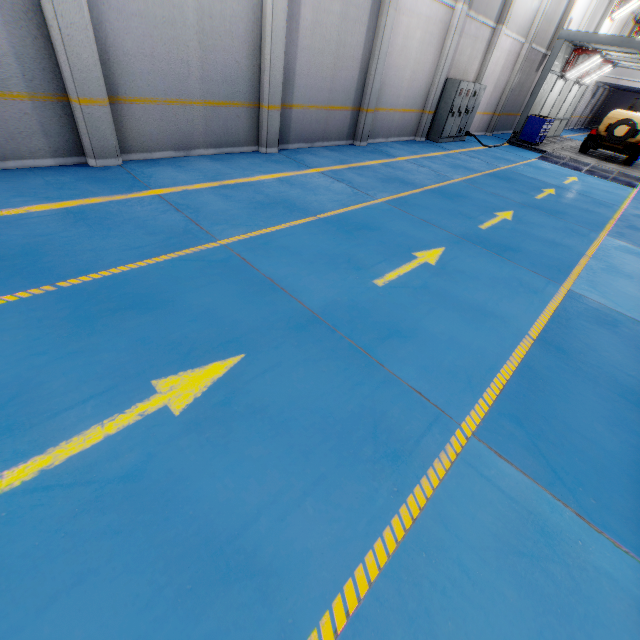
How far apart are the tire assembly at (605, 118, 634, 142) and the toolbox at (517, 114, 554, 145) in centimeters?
230cm

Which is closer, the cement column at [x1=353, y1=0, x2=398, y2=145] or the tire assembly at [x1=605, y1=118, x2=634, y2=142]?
the cement column at [x1=353, y1=0, x2=398, y2=145]

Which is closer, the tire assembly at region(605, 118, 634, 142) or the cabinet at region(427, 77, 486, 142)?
the cabinet at region(427, 77, 486, 142)

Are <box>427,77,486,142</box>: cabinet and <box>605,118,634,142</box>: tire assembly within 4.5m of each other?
no

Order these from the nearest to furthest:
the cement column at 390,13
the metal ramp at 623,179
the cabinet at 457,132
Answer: the cement column at 390,13 < the cabinet at 457,132 < the metal ramp at 623,179

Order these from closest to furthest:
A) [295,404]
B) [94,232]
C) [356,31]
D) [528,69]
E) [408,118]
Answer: [295,404] < [94,232] < [356,31] < [408,118] < [528,69]

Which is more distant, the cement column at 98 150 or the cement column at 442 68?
the cement column at 442 68

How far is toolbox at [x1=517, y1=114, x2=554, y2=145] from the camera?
15.8m
